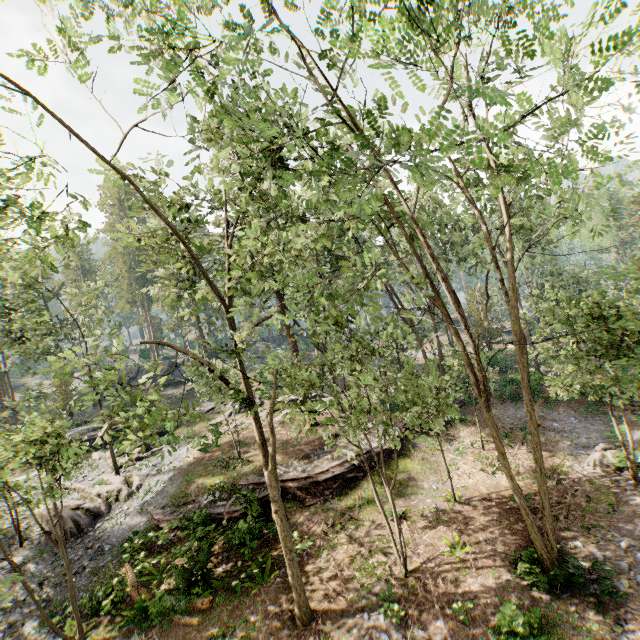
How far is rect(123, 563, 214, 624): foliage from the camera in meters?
12.1

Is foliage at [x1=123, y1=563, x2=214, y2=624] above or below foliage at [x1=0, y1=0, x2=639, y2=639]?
below

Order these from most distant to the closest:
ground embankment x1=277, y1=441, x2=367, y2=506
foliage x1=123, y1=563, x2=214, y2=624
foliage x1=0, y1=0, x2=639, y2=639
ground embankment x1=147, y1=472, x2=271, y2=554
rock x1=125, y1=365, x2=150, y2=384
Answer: rock x1=125, y1=365, x2=150, y2=384, ground embankment x1=277, y1=441, x2=367, y2=506, ground embankment x1=147, y1=472, x2=271, y2=554, foliage x1=123, y1=563, x2=214, y2=624, foliage x1=0, y1=0, x2=639, y2=639

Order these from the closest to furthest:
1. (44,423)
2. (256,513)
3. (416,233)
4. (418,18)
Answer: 1. (418,18)
2. (44,423)
3. (416,233)
4. (256,513)

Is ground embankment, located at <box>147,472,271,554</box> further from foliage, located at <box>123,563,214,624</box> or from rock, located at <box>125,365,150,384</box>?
rock, located at <box>125,365,150,384</box>

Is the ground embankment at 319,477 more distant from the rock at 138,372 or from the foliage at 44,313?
the rock at 138,372
